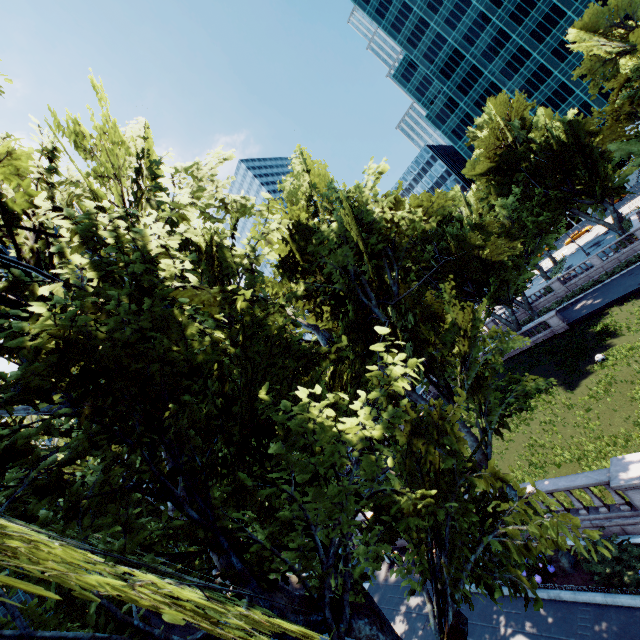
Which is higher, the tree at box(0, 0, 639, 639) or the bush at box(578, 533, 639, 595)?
the tree at box(0, 0, 639, 639)

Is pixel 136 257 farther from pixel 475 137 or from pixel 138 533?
pixel 475 137

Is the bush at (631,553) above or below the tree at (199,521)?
below

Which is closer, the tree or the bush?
the tree

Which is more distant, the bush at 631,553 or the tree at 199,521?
the bush at 631,553
